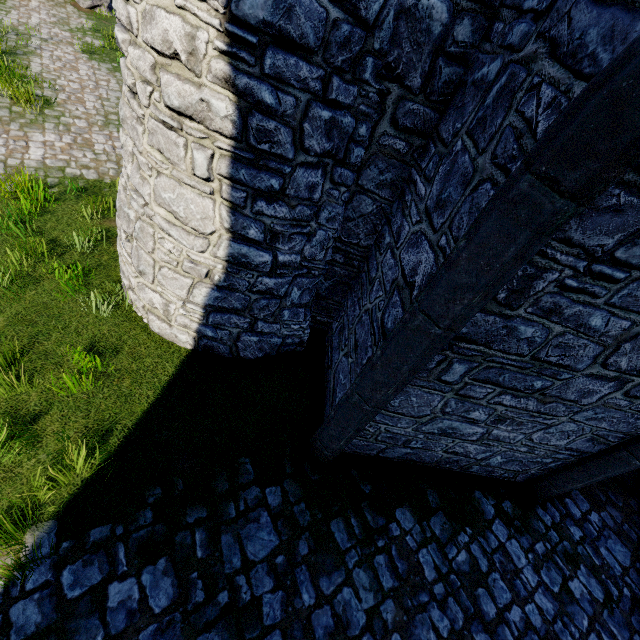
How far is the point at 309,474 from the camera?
4.58m
